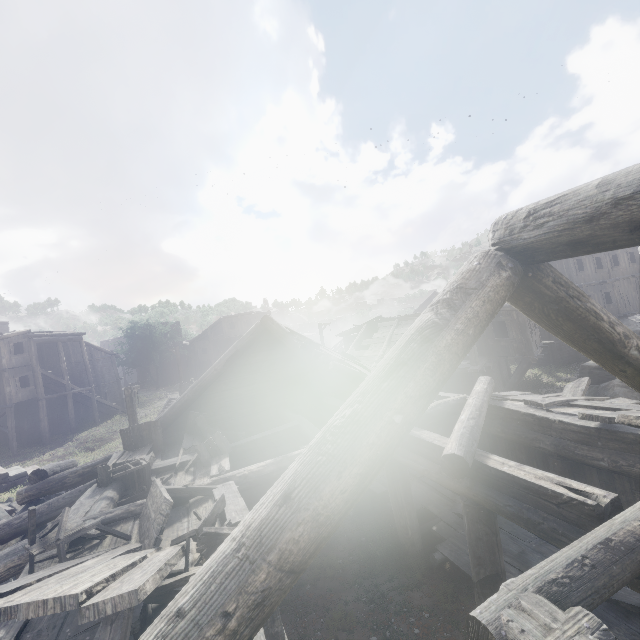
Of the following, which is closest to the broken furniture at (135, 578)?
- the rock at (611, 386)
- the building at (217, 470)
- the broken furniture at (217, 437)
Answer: the building at (217, 470)

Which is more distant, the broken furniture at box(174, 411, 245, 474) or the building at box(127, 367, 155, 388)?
the building at box(127, 367, 155, 388)

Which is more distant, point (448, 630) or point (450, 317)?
point (448, 630)

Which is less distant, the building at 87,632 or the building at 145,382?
the building at 87,632

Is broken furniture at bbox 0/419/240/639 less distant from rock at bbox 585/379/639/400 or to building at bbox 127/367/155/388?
building at bbox 127/367/155/388

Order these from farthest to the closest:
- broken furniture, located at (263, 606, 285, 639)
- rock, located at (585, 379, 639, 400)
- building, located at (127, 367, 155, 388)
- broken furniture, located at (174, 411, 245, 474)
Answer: building, located at (127, 367, 155, 388)
rock, located at (585, 379, 639, 400)
broken furniture, located at (174, 411, 245, 474)
broken furniture, located at (263, 606, 285, 639)

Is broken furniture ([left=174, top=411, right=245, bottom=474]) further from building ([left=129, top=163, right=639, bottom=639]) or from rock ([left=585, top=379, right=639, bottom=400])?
rock ([left=585, top=379, right=639, bottom=400])

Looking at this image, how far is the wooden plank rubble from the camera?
7.9m
